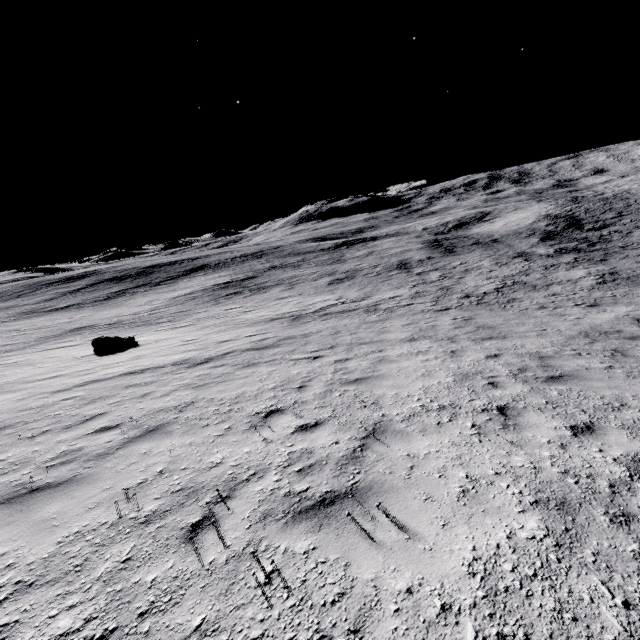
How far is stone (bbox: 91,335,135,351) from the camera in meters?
16.2

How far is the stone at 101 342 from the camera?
16.20m

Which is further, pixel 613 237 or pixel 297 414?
pixel 613 237
